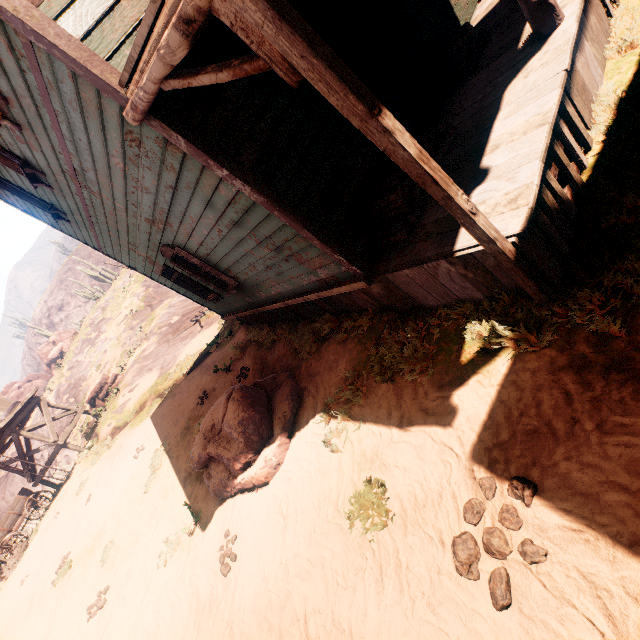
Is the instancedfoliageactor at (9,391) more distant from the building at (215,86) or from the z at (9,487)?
the building at (215,86)

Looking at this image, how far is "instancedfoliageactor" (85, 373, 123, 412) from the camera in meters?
17.7 m

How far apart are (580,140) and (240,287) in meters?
6.1 m

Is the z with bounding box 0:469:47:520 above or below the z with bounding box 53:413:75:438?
above

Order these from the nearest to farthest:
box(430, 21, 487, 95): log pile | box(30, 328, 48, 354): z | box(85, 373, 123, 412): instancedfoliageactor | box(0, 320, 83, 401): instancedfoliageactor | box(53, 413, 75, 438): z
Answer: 1. box(430, 21, 487, 95): log pile
2. box(85, 373, 123, 412): instancedfoliageactor
3. box(53, 413, 75, 438): z
4. box(0, 320, 83, 401): instancedfoliageactor
5. box(30, 328, 48, 354): z

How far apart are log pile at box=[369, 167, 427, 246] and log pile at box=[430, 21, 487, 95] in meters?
1.2

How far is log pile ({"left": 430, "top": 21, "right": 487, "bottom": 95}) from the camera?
4.70m

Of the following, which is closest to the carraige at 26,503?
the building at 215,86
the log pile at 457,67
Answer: the building at 215,86
